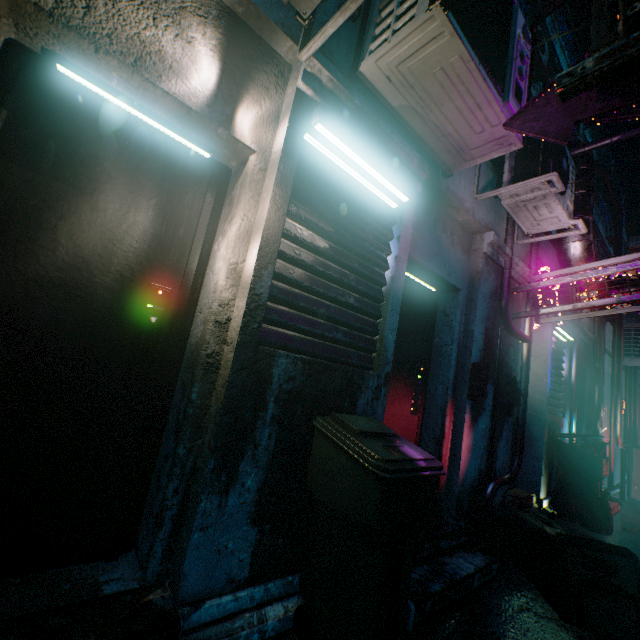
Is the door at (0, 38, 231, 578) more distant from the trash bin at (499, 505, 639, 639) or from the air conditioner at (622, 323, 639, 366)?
the air conditioner at (622, 323, 639, 366)

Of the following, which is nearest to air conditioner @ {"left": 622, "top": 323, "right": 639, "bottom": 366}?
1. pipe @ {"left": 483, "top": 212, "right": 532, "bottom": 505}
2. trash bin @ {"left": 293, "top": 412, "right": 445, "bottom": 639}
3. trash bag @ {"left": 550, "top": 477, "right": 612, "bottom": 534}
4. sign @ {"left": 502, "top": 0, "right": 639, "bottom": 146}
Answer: sign @ {"left": 502, "top": 0, "right": 639, "bottom": 146}

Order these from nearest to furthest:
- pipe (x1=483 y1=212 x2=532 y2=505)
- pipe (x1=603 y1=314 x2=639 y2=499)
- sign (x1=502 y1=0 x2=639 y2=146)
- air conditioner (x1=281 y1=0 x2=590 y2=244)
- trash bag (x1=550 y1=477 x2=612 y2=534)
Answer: sign (x1=502 y1=0 x2=639 y2=146), air conditioner (x1=281 y1=0 x2=590 y2=244), pipe (x1=483 y1=212 x2=532 y2=505), trash bag (x1=550 y1=477 x2=612 y2=534), pipe (x1=603 y1=314 x2=639 y2=499)

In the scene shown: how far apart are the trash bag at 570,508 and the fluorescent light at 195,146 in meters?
5.8 m

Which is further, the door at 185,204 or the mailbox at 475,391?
the mailbox at 475,391

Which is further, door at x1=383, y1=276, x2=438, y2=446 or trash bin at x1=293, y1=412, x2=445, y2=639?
door at x1=383, y1=276, x2=438, y2=446

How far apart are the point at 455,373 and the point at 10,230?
3.3 meters

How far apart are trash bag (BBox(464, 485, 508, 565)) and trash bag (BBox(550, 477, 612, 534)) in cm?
225
